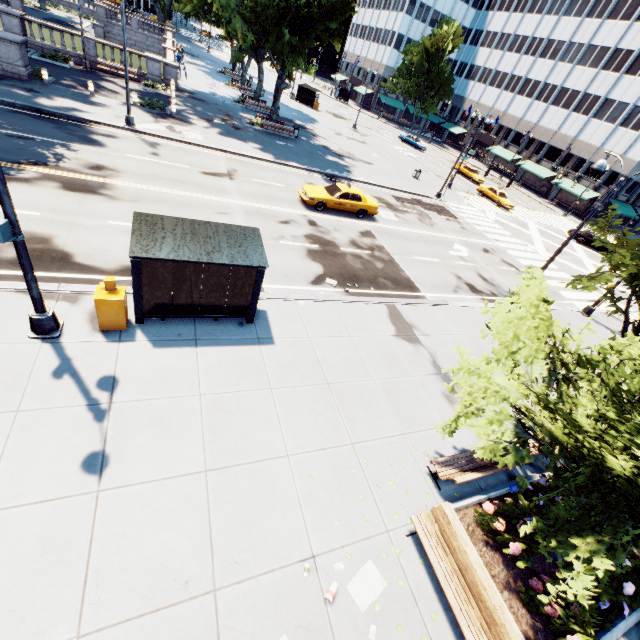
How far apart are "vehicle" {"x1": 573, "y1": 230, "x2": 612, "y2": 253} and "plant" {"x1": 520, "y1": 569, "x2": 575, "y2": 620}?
40.7m

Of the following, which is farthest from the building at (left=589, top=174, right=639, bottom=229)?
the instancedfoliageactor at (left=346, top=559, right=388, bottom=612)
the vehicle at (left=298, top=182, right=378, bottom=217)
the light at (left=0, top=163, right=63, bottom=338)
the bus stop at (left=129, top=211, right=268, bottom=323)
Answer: the instancedfoliageactor at (left=346, top=559, right=388, bottom=612)

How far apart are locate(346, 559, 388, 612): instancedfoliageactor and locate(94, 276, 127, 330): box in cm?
788

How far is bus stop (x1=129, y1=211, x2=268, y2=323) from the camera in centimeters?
801cm

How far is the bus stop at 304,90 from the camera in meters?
49.0 m

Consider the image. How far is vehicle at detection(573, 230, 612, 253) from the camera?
35.0 meters

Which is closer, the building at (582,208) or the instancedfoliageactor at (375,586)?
the instancedfoliageactor at (375,586)

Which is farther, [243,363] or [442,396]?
[442,396]
